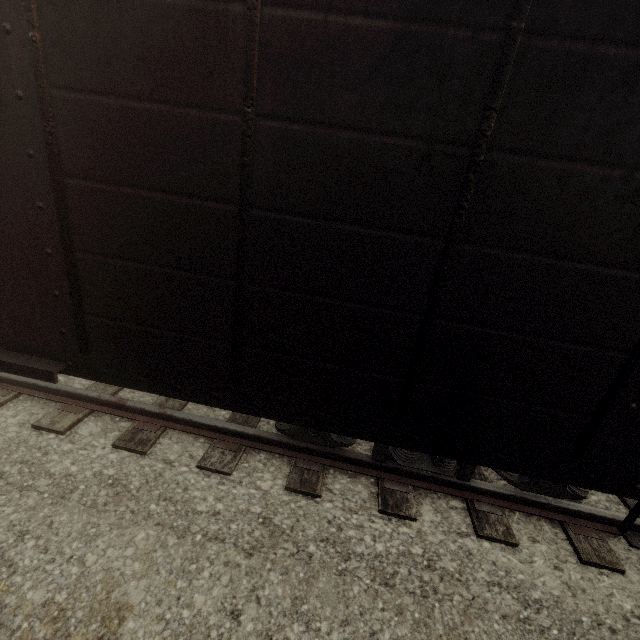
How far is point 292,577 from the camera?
2.8 meters
